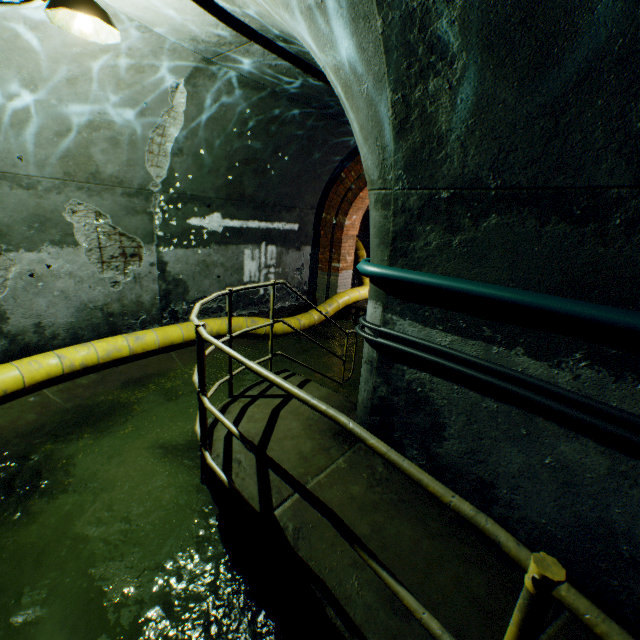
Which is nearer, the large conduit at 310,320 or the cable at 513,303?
the cable at 513,303

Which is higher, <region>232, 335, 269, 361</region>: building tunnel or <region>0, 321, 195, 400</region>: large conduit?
<region>0, 321, 195, 400</region>: large conduit

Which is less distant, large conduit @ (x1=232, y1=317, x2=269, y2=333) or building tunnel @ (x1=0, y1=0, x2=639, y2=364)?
building tunnel @ (x1=0, y1=0, x2=639, y2=364)

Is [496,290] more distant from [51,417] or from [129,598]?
[51,417]

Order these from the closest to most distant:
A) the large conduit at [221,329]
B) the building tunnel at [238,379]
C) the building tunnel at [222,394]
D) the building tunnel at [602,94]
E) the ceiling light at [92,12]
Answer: the building tunnel at [602,94], the ceiling light at [92,12], the building tunnel at [222,394], the building tunnel at [238,379], the large conduit at [221,329]

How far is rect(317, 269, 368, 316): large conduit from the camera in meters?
8.4

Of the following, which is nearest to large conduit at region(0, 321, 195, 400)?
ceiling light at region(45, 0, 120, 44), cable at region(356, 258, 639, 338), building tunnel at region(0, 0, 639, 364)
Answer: building tunnel at region(0, 0, 639, 364)

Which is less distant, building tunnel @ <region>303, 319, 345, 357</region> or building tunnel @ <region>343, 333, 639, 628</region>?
building tunnel @ <region>343, 333, 639, 628</region>
